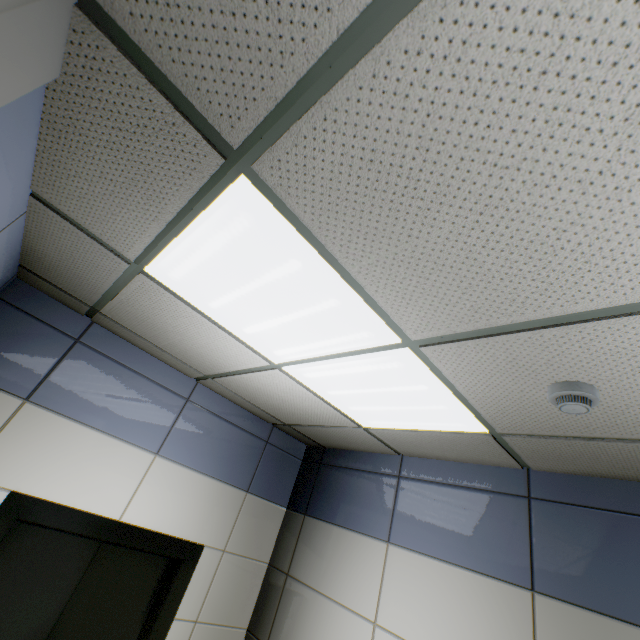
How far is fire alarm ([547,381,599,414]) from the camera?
1.3 meters

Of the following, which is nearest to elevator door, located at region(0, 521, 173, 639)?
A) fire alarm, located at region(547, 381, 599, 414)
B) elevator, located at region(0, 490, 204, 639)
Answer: elevator, located at region(0, 490, 204, 639)

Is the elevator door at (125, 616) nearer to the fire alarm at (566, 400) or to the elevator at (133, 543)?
the elevator at (133, 543)

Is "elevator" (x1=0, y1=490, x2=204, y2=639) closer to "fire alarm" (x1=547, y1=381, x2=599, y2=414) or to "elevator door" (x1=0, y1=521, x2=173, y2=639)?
"elevator door" (x1=0, y1=521, x2=173, y2=639)

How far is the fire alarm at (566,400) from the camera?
1.26m

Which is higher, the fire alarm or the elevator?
the fire alarm

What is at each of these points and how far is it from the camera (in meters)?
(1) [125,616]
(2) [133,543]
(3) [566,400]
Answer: (1) elevator door, 2.43
(2) elevator, 2.44
(3) fire alarm, 1.29
